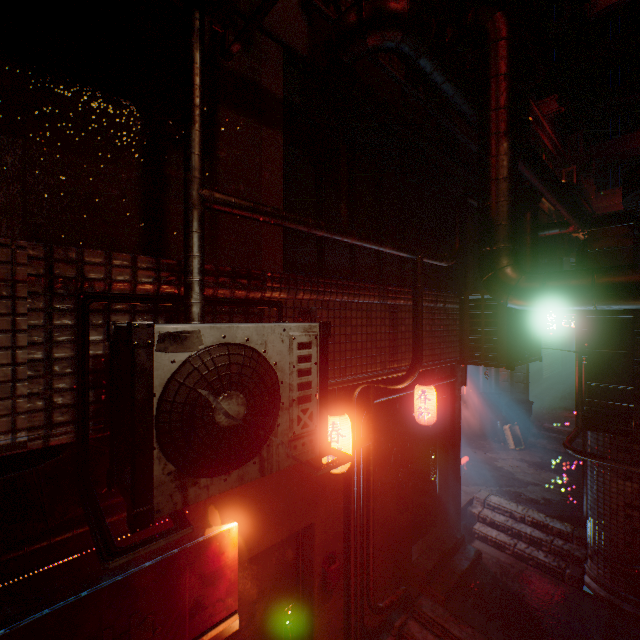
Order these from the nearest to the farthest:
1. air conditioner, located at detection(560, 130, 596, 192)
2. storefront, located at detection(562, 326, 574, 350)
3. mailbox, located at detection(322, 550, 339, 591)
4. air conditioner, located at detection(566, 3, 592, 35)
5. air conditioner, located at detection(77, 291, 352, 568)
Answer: air conditioner, located at detection(77, 291, 352, 568), mailbox, located at detection(322, 550, 339, 591), air conditioner, located at detection(560, 130, 596, 192), storefront, located at detection(562, 326, 574, 350), air conditioner, located at detection(566, 3, 592, 35)

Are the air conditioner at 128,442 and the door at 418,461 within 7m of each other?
yes

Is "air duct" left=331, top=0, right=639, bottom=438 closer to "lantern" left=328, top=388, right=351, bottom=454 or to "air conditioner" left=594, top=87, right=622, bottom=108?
"lantern" left=328, top=388, right=351, bottom=454

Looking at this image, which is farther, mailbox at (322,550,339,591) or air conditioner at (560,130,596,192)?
air conditioner at (560,130,596,192)

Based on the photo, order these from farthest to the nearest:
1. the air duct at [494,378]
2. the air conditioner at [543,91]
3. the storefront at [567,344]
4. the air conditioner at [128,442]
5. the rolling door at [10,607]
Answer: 1. the storefront at [567,344]
2. the air conditioner at [543,91]
3. the air duct at [494,378]
4. the rolling door at [10,607]
5. the air conditioner at [128,442]

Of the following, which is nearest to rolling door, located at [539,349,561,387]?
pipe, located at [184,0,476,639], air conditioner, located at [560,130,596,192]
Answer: air conditioner, located at [560,130,596,192]

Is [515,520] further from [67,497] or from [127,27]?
[127,27]

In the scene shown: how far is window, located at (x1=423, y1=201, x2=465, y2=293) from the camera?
3.9m
